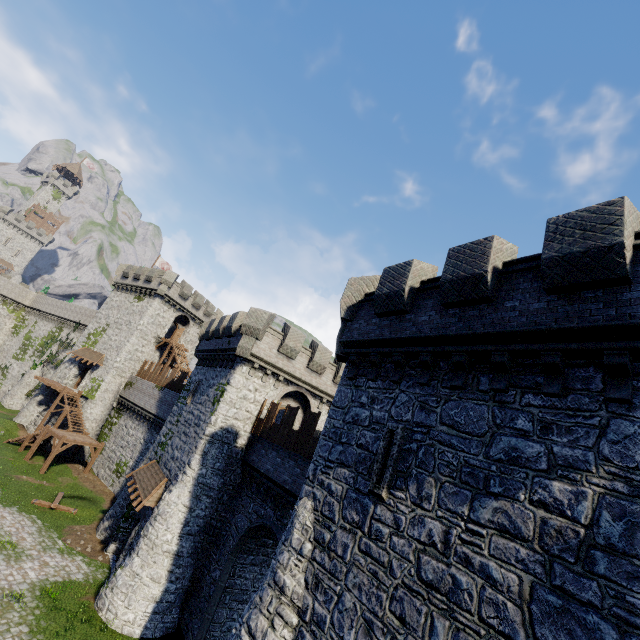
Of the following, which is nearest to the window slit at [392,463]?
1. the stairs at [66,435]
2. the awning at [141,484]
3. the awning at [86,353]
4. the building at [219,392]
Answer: the building at [219,392]

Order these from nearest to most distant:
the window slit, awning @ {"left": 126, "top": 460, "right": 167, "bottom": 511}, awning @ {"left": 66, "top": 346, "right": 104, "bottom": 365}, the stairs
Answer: the window slit < awning @ {"left": 126, "top": 460, "right": 167, "bottom": 511} < the stairs < awning @ {"left": 66, "top": 346, "right": 104, "bottom": 365}

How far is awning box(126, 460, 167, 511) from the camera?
18.21m

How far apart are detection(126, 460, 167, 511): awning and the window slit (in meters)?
15.46

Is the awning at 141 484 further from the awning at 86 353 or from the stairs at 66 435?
the awning at 86 353

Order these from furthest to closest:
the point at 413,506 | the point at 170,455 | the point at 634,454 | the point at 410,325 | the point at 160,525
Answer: the point at 170,455, the point at 160,525, the point at 410,325, the point at 413,506, the point at 634,454

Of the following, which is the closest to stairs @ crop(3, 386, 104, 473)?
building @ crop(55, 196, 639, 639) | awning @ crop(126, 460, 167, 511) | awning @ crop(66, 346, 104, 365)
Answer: awning @ crop(66, 346, 104, 365)

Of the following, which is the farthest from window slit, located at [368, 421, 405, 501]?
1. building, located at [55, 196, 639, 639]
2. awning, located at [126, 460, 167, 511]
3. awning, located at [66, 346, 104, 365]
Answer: awning, located at [66, 346, 104, 365]
